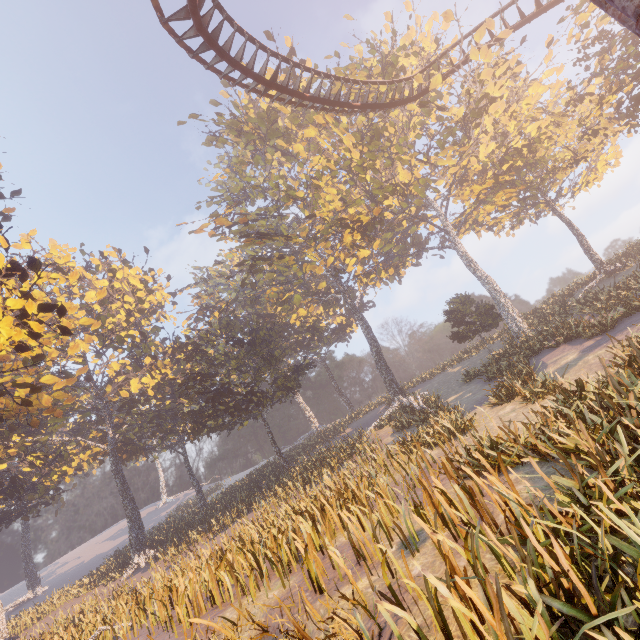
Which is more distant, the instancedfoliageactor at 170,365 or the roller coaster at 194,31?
the roller coaster at 194,31

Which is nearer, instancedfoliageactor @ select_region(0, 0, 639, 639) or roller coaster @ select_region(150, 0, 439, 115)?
instancedfoliageactor @ select_region(0, 0, 639, 639)

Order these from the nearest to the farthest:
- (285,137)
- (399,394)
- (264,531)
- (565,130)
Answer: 1. (264,531)
2. (565,130)
3. (399,394)
4. (285,137)
